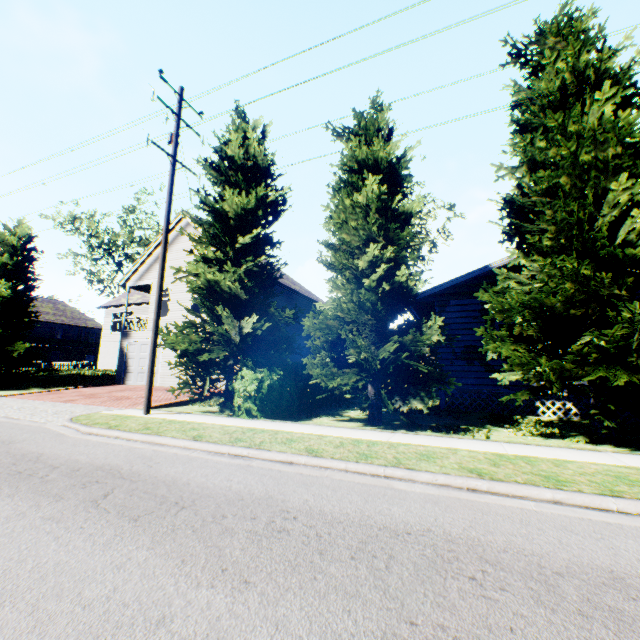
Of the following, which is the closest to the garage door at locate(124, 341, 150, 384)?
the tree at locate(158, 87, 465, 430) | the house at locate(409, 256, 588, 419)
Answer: the tree at locate(158, 87, 465, 430)

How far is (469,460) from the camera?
5.4m

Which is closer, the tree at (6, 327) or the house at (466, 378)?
the house at (466, 378)

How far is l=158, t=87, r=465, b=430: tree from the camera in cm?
912

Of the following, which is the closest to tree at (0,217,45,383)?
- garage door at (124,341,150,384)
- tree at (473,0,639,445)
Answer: tree at (473,0,639,445)

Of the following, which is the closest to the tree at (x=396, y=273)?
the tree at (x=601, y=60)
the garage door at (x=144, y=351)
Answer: the tree at (x=601, y=60)

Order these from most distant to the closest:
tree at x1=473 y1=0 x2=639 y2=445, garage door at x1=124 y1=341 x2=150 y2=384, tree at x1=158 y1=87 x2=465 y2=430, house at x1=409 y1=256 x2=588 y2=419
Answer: garage door at x1=124 y1=341 x2=150 y2=384 < house at x1=409 y1=256 x2=588 y2=419 < tree at x1=158 y1=87 x2=465 y2=430 < tree at x1=473 y1=0 x2=639 y2=445
